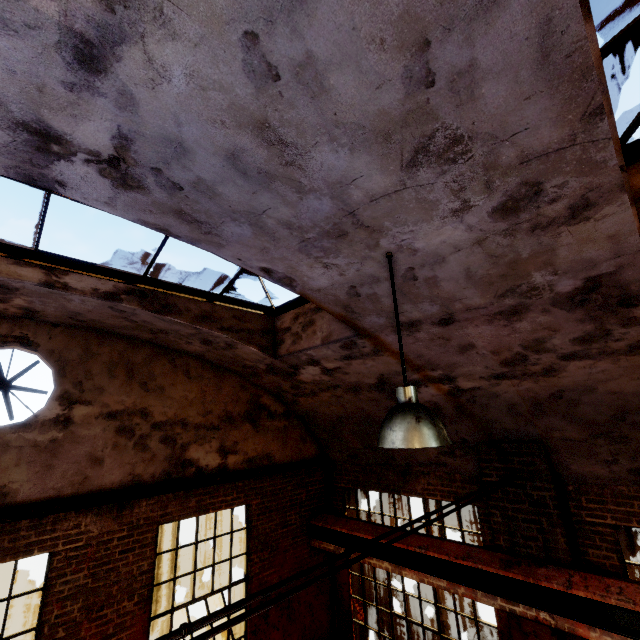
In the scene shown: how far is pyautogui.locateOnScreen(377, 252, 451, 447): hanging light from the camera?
2.26m

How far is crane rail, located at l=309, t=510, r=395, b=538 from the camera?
6.3m

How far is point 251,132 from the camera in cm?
191

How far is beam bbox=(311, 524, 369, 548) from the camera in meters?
6.5

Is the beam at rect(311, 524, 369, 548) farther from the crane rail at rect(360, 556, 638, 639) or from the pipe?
the pipe

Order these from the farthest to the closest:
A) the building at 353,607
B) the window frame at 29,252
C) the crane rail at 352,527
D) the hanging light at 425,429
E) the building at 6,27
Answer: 1. the building at 353,607
2. the crane rail at 352,527
3. the window frame at 29,252
4. the hanging light at 425,429
5. the building at 6,27

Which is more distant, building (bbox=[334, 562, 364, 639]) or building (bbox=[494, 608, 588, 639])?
building (bbox=[334, 562, 364, 639])

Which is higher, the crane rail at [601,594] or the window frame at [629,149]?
the window frame at [629,149]
